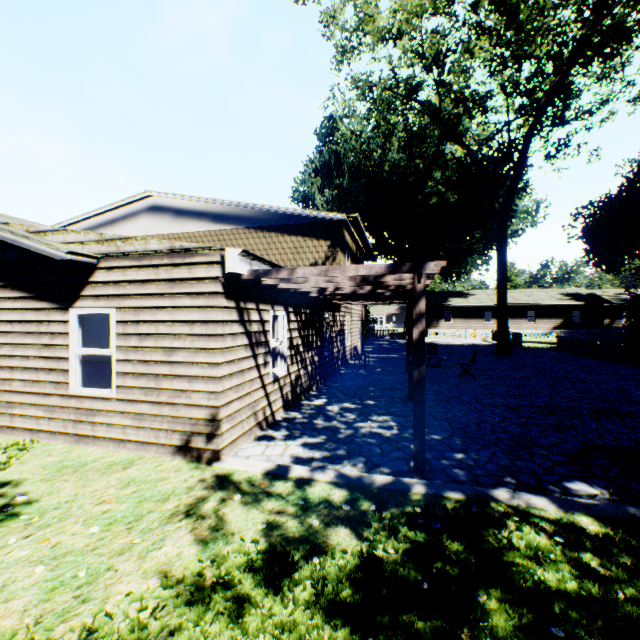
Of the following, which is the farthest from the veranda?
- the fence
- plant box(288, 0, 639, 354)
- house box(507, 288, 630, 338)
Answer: house box(507, 288, 630, 338)

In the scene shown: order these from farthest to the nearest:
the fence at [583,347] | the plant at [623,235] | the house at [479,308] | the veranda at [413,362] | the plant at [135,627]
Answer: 1. the plant at [623,235]
2. the house at [479,308]
3. the fence at [583,347]
4. the veranda at [413,362]
5. the plant at [135,627]

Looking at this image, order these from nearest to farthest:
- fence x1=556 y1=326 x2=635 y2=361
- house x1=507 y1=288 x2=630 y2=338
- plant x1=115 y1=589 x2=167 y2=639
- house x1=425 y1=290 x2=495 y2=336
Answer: plant x1=115 y1=589 x2=167 y2=639, fence x1=556 y1=326 x2=635 y2=361, house x1=507 y1=288 x2=630 y2=338, house x1=425 y1=290 x2=495 y2=336

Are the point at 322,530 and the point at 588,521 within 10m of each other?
yes

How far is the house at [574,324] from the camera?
39.8 meters

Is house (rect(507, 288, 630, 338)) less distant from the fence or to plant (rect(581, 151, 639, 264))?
the fence
